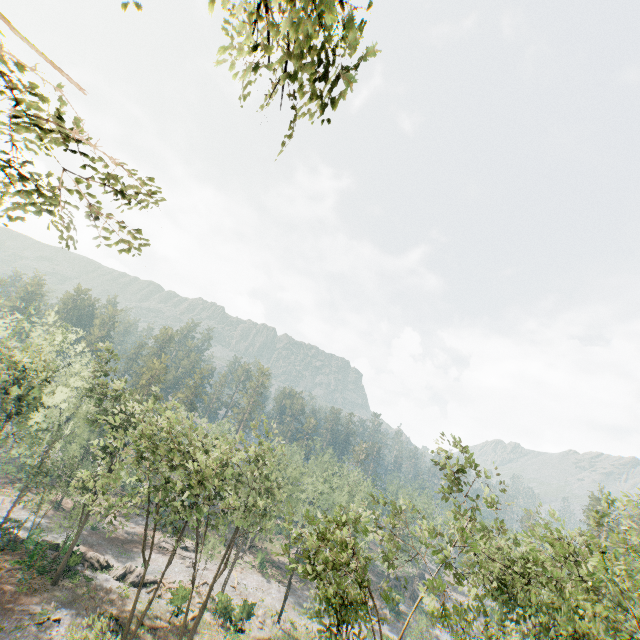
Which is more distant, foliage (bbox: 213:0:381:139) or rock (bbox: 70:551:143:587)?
rock (bbox: 70:551:143:587)

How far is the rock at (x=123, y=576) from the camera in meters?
35.5 m

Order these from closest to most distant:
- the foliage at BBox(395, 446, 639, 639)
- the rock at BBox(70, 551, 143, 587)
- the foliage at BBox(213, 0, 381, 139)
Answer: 1. the foliage at BBox(213, 0, 381, 139)
2. the foliage at BBox(395, 446, 639, 639)
3. the rock at BBox(70, 551, 143, 587)

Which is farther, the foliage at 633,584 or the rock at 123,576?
the rock at 123,576

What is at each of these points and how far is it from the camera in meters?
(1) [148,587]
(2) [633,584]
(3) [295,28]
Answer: (1) rock, 36.5 m
(2) foliage, 14.2 m
(3) foliage, 3.3 m

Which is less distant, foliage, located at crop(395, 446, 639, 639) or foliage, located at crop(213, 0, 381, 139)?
foliage, located at crop(213, 0, 381, 139)

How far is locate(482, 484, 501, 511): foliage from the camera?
17.0m
